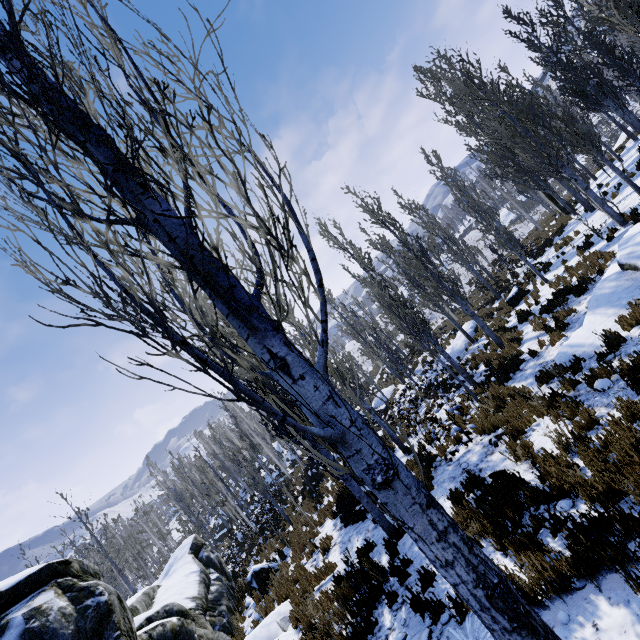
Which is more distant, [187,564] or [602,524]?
[187,564]

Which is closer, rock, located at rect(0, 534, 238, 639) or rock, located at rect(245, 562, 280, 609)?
rock, located at rect(0, 534, 238, 639)

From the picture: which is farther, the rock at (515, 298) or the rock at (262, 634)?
the rock at (515, 298)

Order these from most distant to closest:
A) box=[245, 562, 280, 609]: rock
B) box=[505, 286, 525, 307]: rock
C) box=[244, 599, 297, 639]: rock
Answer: box=[505, 286, 525, 307]: rock, box=[245, 562, 280, 609]: rock, box=[244, 599, 297, 639]: rock

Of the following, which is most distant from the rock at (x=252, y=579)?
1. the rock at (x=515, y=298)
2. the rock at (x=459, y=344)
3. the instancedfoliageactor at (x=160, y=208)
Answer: the rock at (x=515, y=298)

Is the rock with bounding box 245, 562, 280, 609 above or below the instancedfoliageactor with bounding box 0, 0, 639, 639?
below

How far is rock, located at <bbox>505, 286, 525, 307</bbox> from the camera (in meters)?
17.83

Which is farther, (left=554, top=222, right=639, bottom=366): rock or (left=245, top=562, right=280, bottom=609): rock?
(left=245, top=562, right=280, bottom=609): rock
